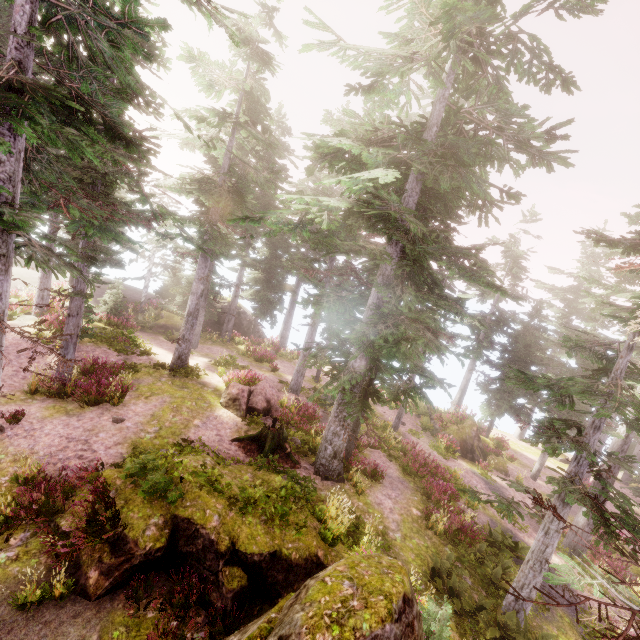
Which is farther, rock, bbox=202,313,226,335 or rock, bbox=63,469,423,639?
rock, bbox=202,313,226,335

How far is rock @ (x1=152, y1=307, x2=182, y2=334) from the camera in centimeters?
2700cm

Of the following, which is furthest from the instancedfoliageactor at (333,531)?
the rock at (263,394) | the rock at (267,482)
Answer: the rock at (263,394)

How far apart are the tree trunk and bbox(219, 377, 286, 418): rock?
1.6m

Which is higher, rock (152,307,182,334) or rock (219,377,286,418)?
rock (219,377,286,418)

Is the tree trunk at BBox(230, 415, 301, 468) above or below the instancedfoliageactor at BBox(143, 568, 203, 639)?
above

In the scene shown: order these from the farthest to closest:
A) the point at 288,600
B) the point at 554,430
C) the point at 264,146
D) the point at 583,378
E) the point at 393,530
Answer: the point at 264,146 → the point at 393,530 → the point at 554,430 → the point at 583,378 → the point at 288,600

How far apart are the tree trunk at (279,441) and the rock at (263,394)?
1.60m
